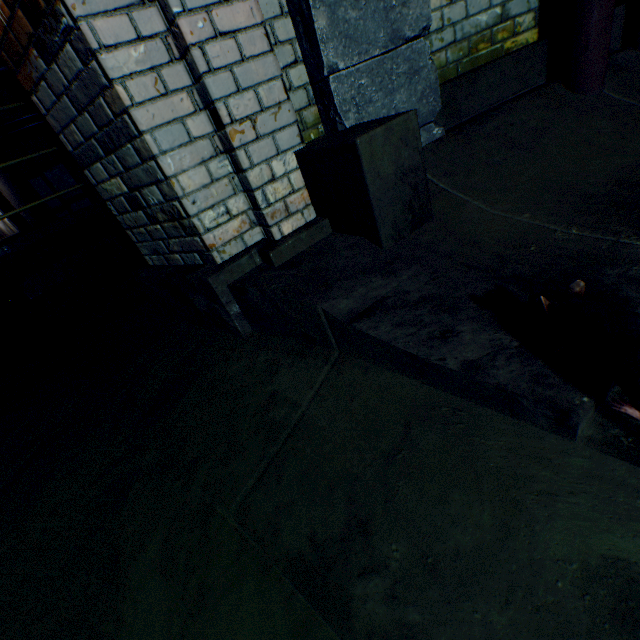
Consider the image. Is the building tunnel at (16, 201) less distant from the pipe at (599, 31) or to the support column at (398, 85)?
the support column at (398, 85)

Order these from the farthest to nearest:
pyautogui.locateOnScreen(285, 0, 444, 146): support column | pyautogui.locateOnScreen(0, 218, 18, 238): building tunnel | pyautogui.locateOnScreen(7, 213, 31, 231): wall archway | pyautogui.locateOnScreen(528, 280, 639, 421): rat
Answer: pyautogui.locateOnScreen(0, 218, 18, 238): building tunnel, pyautogui.locateOnScreen(7, 213, 31, 231): wall archway, pyautogui.locateOnScreen(285, 0, 444, 146): support column, pyautogui.locateOnScreen(528, 280, 639, 421): rat

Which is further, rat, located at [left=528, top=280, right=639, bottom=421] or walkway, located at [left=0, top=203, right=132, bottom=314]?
walkway, located at [left=0, top=203, right=132, bottom=314]

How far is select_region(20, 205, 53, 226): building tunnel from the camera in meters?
5.5 m

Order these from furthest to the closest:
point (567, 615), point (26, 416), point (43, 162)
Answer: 1. point (43, 162)
2. point (26, 416)
3. point (567, 615)

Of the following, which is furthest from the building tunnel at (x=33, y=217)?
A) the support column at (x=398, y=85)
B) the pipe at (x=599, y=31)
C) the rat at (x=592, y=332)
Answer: the pipe at (x=599, y=31)

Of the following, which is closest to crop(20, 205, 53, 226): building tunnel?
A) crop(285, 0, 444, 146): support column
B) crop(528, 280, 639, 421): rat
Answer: crop(285, 0, 444, 146): support column

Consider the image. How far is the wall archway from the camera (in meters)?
6.60
